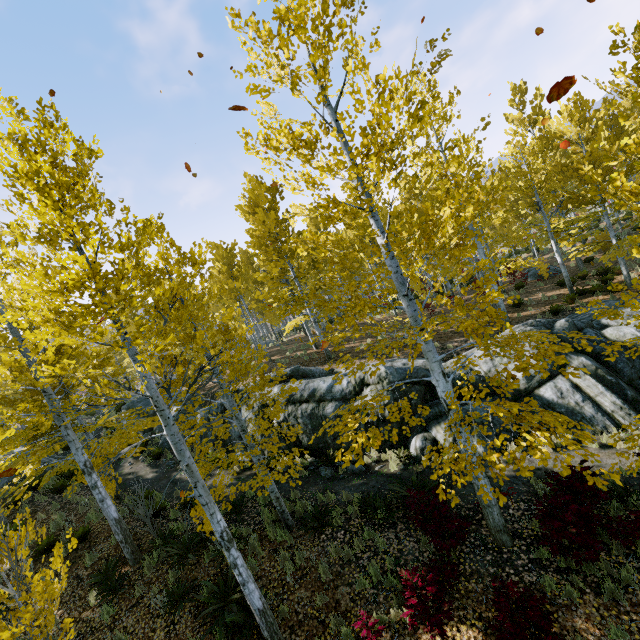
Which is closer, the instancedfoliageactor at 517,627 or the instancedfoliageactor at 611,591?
the instancedfoliageactor at 517,627

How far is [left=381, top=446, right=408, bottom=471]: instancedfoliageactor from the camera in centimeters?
1011cm

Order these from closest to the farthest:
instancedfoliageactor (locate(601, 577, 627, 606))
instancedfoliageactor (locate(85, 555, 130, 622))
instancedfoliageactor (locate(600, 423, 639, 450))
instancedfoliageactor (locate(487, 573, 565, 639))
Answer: instancedfoliageactor (locate(487, 573, 565, 639)), instancedfoliageactor (locate(601, 577, 627, 606)), instancedfoliageactor (locate(600, 423, 639, 450)), instancedfoliageactor (locate(85, 555, 130, 622))

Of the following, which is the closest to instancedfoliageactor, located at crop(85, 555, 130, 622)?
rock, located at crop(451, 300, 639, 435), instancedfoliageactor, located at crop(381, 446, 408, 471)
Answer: rock, located at crop(451, 300, 639, 435)

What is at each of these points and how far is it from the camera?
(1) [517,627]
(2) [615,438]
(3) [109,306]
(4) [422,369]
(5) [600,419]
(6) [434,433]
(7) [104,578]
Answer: (1) instancedfoliageactor, 4.8m
(2) instancedfoliageactor, 6.0m
(3) instancedfoliageactor, 4.5m
(4) rock, 11.7m
(5) rock, 9.3m
(6) rock, 10.5m
(7) instancedfoliageactor, 8.6m

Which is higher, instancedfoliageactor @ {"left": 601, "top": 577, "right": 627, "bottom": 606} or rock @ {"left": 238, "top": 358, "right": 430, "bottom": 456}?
rock @ {"left": 238, "top": 358, "right": 430, "bottom": 456}

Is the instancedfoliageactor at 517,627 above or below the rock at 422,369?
below

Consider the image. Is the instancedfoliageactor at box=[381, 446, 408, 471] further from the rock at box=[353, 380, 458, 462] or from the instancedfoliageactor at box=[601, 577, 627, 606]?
the instancedfoliageactor at box=[601, 577, 627, 606]
